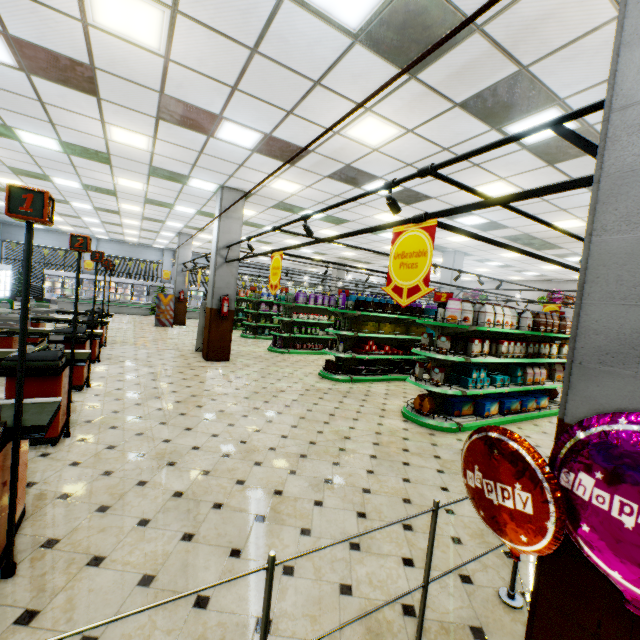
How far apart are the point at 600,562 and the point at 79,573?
3.1 meters

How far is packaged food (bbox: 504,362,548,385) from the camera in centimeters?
695cm

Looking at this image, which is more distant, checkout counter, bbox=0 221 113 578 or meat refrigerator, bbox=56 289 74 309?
meat refrigerator, bbox=56 289 74 309

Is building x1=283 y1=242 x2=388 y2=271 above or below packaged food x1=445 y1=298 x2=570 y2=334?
above

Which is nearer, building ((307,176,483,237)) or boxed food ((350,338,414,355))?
building ((307,176,483,237))

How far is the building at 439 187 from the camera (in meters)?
7.55

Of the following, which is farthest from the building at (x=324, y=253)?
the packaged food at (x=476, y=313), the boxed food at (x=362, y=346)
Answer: the packaged food at (x=476, y=313)

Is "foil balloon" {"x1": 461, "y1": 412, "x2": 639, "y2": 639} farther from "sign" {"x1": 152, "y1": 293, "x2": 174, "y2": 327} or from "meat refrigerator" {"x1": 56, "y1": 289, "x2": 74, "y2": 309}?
"meat refrigerator" {"x1": 56, "y1": 289, "x2": 74, "y2": 309}
